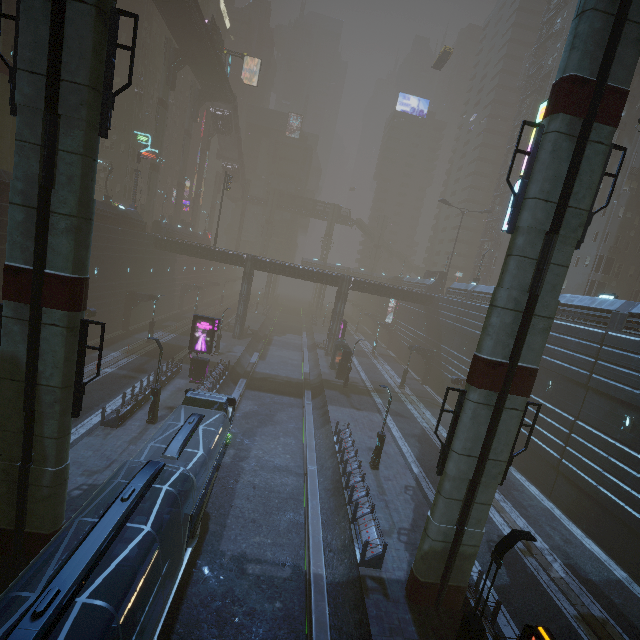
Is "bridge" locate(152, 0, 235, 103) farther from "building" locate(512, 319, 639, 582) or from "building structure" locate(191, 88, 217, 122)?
"building" locate(512, 319, 639, 582)

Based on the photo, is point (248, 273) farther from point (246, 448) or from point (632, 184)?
point (632, 184)

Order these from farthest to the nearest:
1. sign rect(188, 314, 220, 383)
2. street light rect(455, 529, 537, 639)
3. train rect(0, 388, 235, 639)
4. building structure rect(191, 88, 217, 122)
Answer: building structure rect(191, 88, 217, 122), sign rect(188, 314, 220, 383), street light rect(455, 529, 537, 639), train rect(0, 388, 235, 639)

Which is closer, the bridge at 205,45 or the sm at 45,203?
the sm at 45,203

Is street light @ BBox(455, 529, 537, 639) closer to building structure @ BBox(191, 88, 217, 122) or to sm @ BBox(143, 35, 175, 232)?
sm @ BBox(143, 35, 175, 232)

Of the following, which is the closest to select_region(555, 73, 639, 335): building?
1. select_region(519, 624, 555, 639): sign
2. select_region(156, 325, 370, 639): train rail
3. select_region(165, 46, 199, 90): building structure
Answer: select_region(156, 325, 370, 639): train rail

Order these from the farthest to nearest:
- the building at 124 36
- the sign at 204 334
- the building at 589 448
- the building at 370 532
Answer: the building at 124 36 < the sign at 204 334 < the building at 589 448 < the building at 370 532

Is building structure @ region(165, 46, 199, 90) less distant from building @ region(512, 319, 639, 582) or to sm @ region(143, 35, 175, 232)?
sm @ region(143, 35, 175, 232)
